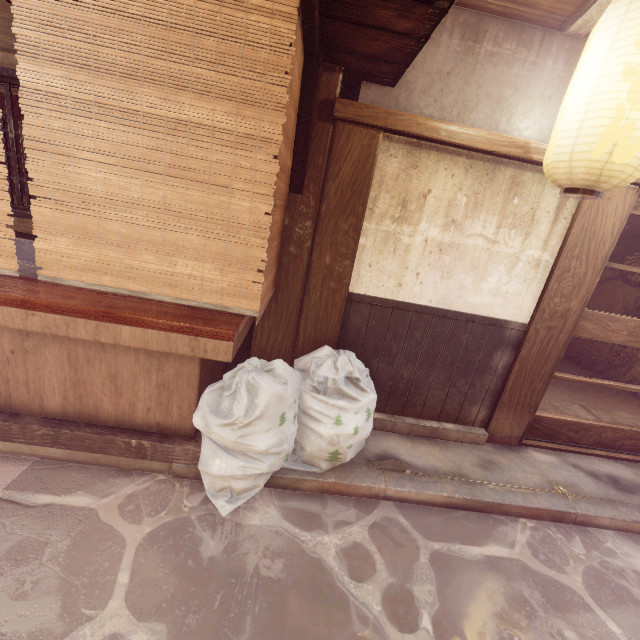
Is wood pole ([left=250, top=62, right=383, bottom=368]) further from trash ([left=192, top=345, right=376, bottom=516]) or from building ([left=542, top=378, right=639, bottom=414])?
building ([left=542, top=378, right=639, bottom=414])

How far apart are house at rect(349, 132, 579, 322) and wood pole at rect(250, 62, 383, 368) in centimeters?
1cm

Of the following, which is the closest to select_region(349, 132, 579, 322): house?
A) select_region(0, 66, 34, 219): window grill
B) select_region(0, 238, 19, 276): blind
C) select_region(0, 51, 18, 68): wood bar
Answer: select_region(0, 51, 18, 68): wood bar

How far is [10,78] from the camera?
4.6m

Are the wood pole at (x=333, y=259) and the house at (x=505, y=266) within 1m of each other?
yes

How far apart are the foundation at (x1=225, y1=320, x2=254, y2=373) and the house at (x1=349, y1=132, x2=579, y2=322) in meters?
2.0

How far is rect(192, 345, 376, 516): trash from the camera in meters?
4.1

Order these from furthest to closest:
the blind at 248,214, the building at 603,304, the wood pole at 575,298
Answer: the building at 603,304, the wood pole at 575,298, the blind at 248,214
